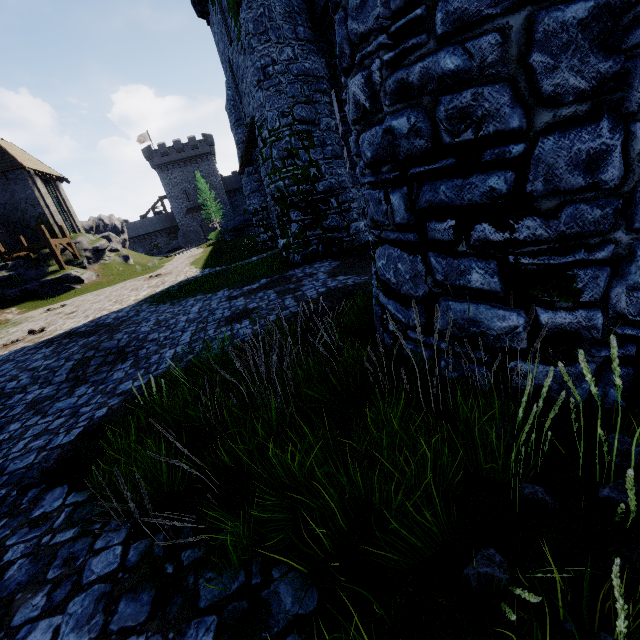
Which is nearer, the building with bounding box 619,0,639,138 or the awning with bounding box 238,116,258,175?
the building with bounding box 619,0,639,138

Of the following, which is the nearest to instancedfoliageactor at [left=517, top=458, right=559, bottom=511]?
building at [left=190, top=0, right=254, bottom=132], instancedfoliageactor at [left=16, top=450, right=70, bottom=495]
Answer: building at [left=190, top=0, right=254, bottom=132]

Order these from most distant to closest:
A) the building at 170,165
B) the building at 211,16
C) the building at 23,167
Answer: the building at 170,165 < the building at 23,167 < the building at 211,16

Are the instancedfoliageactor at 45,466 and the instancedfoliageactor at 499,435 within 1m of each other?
no

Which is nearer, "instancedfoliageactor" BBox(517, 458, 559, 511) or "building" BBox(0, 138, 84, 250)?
"instancedfoliageactor" BBox(517, 458, 559, 511)

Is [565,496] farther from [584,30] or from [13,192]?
[13,192]

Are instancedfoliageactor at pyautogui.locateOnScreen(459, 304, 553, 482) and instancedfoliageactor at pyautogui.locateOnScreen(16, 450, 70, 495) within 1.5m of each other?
no

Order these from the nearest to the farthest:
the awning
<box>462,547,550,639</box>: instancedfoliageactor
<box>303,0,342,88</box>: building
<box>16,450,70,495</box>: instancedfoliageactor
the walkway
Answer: <box>462,547,550,639</box>: instancedfoliageactor → <box>16,450,70,495</box>: instancedfoliageactor → <box>303,0,342,88</box>: building → the awning → the walkway
